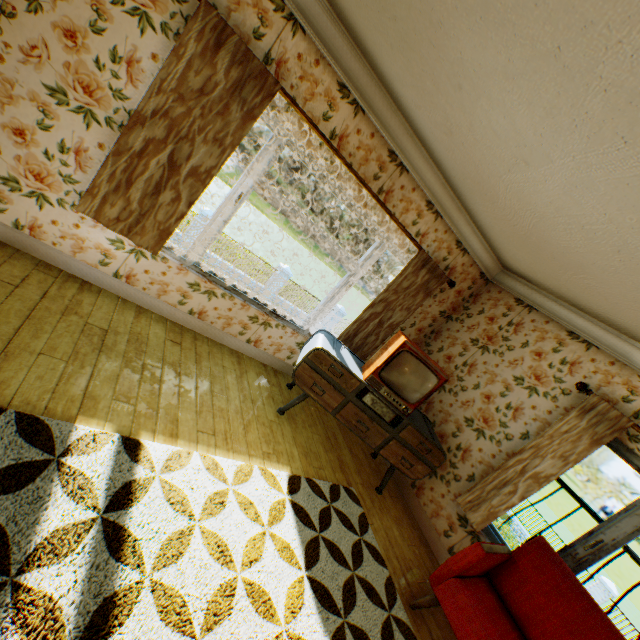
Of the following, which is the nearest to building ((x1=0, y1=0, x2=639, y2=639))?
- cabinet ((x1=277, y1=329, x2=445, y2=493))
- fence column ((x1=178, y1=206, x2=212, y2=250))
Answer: cabinet ((x1=277, y1=329, x2=445, y2=493))

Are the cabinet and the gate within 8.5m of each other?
no

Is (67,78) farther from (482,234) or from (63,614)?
(482,234)

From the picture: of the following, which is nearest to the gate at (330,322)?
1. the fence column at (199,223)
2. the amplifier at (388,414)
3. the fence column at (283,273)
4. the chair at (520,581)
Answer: the fence column at (283,273)

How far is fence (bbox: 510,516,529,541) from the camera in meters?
19.2 m

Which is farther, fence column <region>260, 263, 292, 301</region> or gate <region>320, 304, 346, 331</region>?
gate <region>320, 304, 346, 331</region>

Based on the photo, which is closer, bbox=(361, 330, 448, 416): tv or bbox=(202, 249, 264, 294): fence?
bbox=(361, 330, 448, 416): tv

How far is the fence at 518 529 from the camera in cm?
1920
